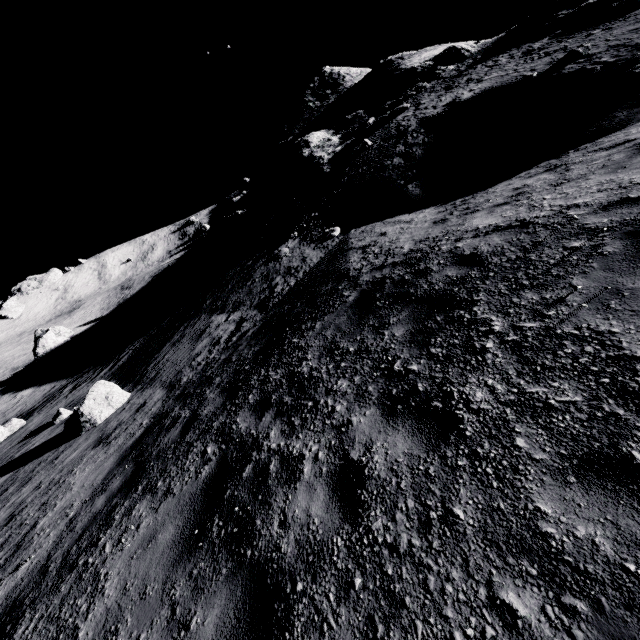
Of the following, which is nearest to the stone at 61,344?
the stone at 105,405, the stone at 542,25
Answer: the stone at 542,25

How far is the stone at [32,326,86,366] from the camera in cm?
3359

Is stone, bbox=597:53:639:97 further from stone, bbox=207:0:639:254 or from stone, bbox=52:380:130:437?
stone, bbox=52:380:130:437

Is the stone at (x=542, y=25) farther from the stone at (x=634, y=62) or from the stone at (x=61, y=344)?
the stone at (x=61, y=344)

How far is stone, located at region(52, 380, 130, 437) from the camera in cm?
991

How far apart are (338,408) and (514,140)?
12.7 meters

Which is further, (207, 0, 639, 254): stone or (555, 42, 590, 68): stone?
(207, 0, 639, 254): stone

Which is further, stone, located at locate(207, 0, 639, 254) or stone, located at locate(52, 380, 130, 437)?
stone, located at locate(207, 0, 639, 254)
